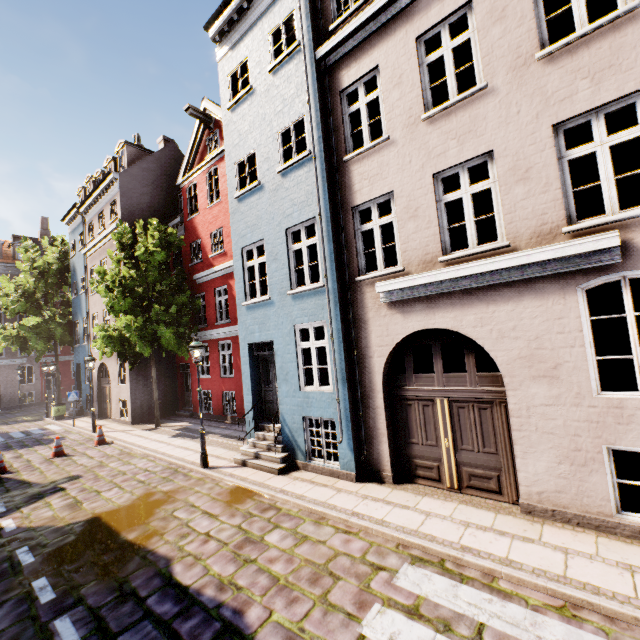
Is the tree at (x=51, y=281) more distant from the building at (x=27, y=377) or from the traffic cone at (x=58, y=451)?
the traffic cone at (x=58, y=451)

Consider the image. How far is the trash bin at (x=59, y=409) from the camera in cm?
2019

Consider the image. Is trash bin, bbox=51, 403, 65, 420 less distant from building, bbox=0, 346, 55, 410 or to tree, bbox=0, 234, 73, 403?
building, bbox=0, 346, 55, 410

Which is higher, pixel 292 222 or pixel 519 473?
pixel 292 222

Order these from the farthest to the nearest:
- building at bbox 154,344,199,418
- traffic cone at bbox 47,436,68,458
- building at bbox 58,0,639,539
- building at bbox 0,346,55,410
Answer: building at bbox 0,346,55,410, building at bbox 154,344,199,418, traffic cone at bbox 47,436,68,458, building at bbox 58,0,639,539

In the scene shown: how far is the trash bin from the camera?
20.19m

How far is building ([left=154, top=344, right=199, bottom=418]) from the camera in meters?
17.3 m
